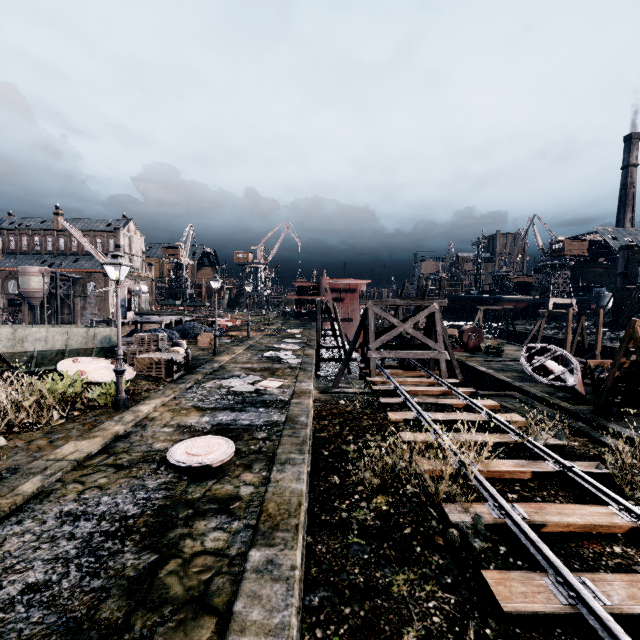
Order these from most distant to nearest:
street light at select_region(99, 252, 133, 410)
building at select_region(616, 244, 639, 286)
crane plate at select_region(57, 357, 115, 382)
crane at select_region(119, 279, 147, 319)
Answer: building at select_region(616, 244, 639, 286) → crane at select_region(119, 279, 147, 319) → crane plate at select_region(57, 357, 115, 382) → street light at select_region(99, 252, 133, 410)

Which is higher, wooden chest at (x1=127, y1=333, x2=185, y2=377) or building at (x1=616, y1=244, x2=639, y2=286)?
building at (x1=616, y1=244, x2=639, y2=286)

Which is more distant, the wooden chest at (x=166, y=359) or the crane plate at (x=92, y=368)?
the wooden chest at (x=166, y=359)

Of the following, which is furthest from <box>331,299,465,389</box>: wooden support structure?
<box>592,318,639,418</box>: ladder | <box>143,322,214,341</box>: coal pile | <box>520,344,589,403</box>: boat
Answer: <box>143,322,214,341</box>: coal pile

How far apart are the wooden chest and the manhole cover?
8.2 meters

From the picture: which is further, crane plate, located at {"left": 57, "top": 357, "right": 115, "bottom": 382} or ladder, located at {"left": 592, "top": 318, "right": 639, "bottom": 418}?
crane plate, located at {"left": 57, "top": 357, "right": 115, "bottom": 382}

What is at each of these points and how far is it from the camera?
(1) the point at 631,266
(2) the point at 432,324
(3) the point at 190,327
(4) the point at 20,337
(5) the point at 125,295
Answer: (1) building, 52.5 meters
(2) wooden support structure, 21.9 meters
(3) coal pile, 34.6 meters
(4) rail car container, 15.4 meters
(5) crane, 38.8 meters

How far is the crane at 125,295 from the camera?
38.6 meters
